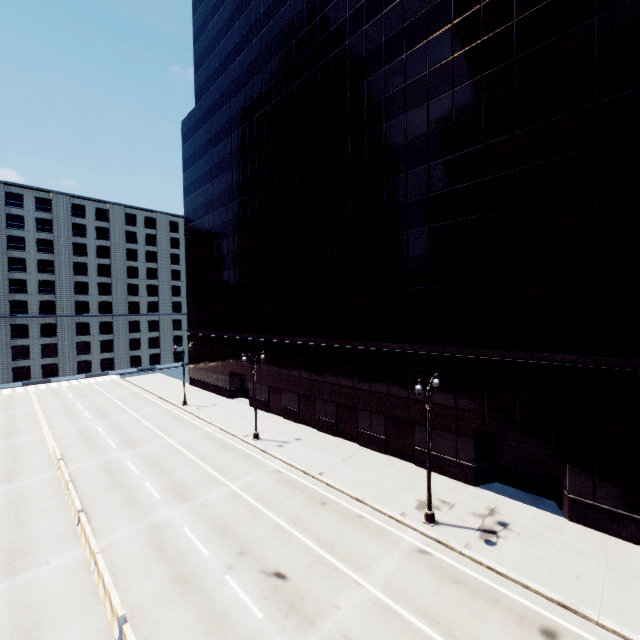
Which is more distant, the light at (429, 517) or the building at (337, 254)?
the light at (429, 517)

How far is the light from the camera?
16.2m

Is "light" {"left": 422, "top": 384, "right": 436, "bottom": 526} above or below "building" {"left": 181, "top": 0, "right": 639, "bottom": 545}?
below

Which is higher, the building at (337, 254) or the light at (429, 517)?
the building at (337, 254)

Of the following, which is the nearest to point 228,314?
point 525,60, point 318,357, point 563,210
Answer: point 318,357

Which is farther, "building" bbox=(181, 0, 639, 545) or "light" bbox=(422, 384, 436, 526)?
"light" bbox=(422, 384, 436, 526)
